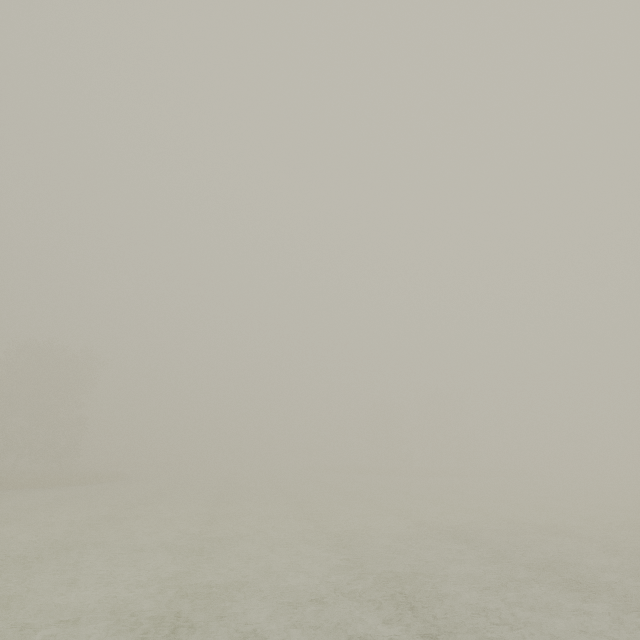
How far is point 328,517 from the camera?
18.3 meters
